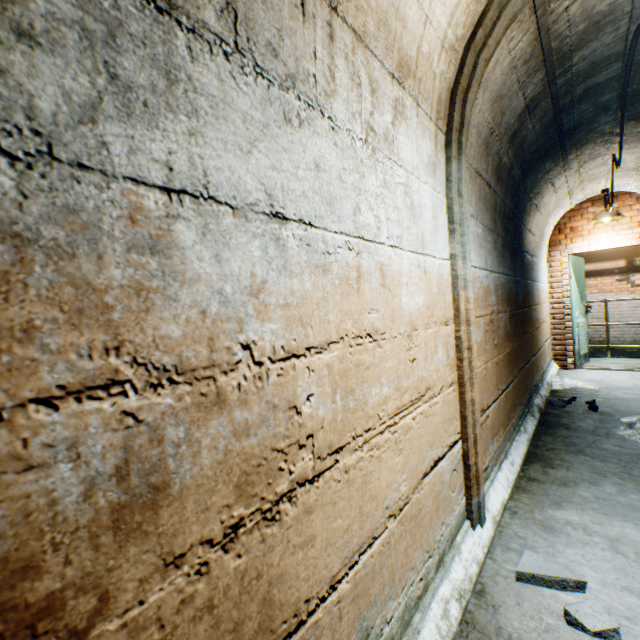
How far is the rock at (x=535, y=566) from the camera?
1.5m

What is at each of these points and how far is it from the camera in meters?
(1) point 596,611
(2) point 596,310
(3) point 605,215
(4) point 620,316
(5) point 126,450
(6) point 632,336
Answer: (1) rock, 1.3
(2) building tunnel, 9.2
(3) ceiling light, 5.1
(4) building tunnel, 8.9
(5) building tunnel, 0.5
(6) building tunnel, 8.8

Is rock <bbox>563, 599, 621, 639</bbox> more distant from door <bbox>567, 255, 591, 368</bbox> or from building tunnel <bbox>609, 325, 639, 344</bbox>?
door <bbox>567, 255, 591, 368</bbox>

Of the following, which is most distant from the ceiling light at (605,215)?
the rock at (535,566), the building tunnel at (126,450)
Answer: the rock at (535,566)

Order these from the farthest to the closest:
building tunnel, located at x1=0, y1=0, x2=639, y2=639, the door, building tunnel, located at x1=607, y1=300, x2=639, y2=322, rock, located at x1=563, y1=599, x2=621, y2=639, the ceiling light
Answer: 1. building tunnel, located at x1=607, y1=300, x2=639, y2=322
2. the door
3. the ceiling light
4. rock, located at x1=563, y1=599, x2=621, y2=639
5. building tunnel, located at x1=0, y1=0, x2=639, y2=639

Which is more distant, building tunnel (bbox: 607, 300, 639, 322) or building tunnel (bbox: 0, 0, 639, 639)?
building tunnel (bbox: 607, 300, 639, 322)
